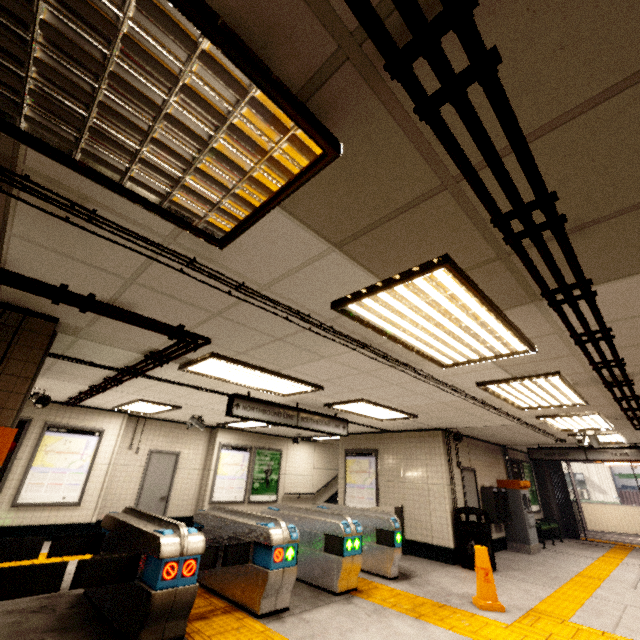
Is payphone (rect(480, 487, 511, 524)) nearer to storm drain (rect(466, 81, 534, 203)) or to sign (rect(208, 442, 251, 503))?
storm drain (rect(466, 81, 534, 203))

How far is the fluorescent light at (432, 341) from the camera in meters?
2.2 m

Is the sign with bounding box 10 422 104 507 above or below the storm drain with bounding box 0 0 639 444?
below

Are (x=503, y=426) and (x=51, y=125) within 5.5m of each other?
no

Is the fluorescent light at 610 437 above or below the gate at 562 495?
above

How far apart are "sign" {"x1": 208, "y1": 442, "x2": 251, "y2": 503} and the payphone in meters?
7.3

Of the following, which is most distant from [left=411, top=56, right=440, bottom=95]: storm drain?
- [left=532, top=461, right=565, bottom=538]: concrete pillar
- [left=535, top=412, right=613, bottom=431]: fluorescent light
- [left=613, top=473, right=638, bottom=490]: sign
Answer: [left=613, top=473, right=638, bottom=490]: sign

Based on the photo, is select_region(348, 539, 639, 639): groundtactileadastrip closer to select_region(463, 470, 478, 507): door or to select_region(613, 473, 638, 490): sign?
select_region(463, 470, 478, 507): door
